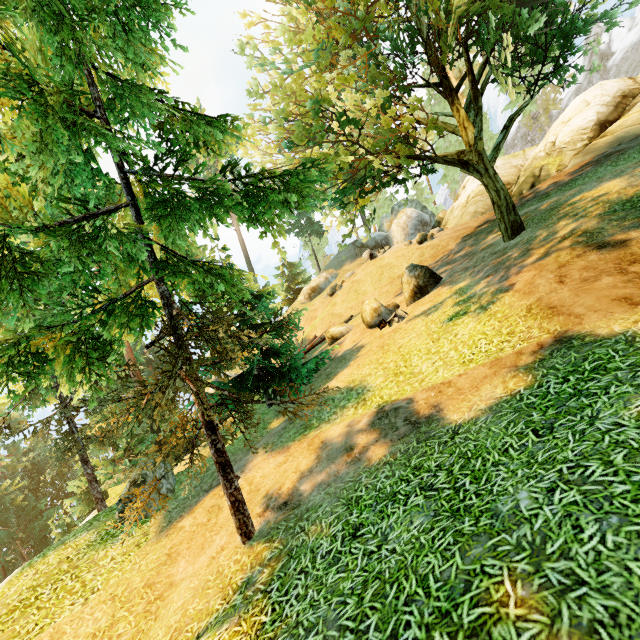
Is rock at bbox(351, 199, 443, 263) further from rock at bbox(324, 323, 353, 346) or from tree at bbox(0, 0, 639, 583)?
rock at bbox(324, 323, 353, 346)

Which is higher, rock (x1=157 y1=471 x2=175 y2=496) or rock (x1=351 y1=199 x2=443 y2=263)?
rock (x1=351 y1=199 x2=443 y2=263)

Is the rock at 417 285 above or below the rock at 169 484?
above

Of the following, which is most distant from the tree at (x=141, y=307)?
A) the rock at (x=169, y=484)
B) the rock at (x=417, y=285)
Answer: the rock at (x=417, y=285)

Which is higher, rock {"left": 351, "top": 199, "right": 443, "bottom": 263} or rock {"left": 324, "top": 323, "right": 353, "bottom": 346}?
rock {"left": 351, "top": 199, "right": 443, "bottom": 263}

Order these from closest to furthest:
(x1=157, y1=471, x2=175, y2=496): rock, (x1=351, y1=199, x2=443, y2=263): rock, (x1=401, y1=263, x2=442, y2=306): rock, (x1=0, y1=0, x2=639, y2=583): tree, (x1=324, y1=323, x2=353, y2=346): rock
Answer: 1. (x1=0, y1=0, x2=639, y2=583): tree
2. (x1=157, y1=471, x2=175, y2=496): rock
3. (x1=401, y1=263, x2=442, y2=306): rock
4. (x1=324, y1=323, x2=353, y2=346): rock
5. (x1=351, y1=199, x2=443, y2=263): rock

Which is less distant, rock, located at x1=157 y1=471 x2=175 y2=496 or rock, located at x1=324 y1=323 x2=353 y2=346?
rock, located at x1=157 y1=471 x2=175 y2=496

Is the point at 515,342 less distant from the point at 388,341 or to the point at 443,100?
the point at 388,341
